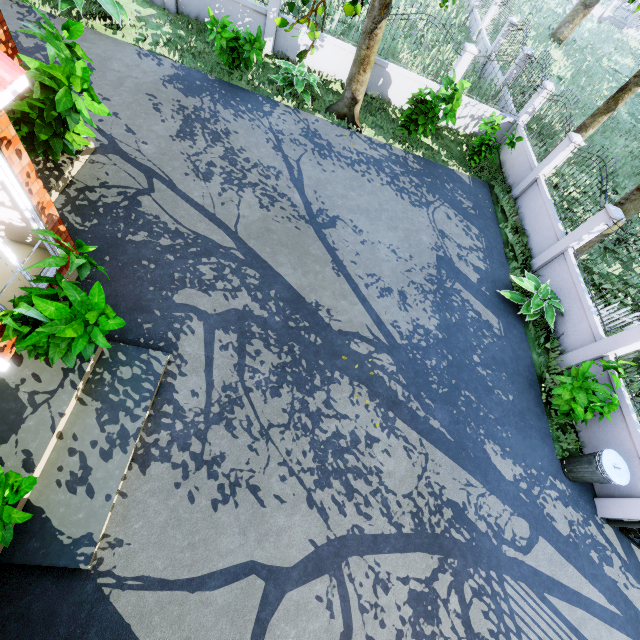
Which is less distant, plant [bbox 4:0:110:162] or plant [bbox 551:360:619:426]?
plant [bbox 4:0:110:162]

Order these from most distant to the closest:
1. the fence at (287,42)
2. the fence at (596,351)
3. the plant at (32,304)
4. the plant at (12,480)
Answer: the fence at (287,42) < the fence at (596,351) < the plant at (32,304) < the plant at (12,480)

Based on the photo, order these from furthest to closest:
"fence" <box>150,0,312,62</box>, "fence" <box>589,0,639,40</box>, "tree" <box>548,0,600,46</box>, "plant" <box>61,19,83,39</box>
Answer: "fence" <box>589,0,639,40</box> < "tree" <box>548,0,600,46</box> < "fence" <box>150,0,312,62</box> < "plant" <box>61,19,83,39</box>

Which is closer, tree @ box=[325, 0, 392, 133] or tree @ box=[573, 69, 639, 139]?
tree @ box=[325, 0, 392, 133]

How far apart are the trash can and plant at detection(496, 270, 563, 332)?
3.1 meters

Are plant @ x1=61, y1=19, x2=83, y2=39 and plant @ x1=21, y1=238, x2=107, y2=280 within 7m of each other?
yes

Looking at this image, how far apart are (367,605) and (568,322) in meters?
8.2 m

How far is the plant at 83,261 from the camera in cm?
386
